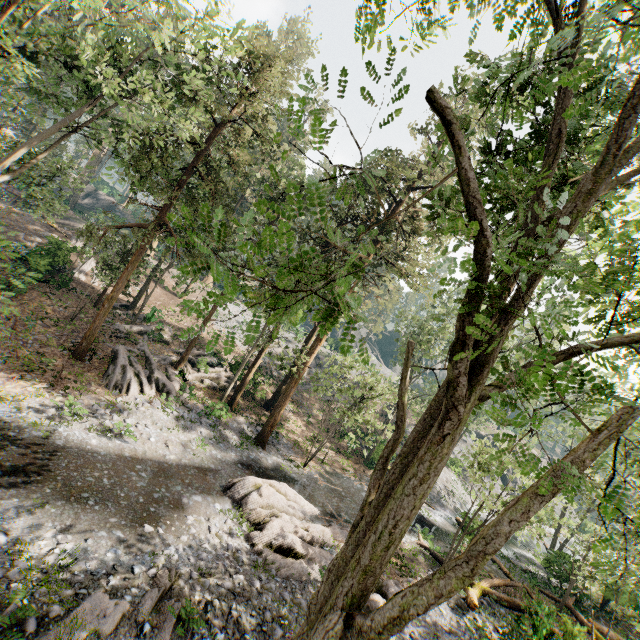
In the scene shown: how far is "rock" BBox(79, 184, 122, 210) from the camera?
52.2 meters

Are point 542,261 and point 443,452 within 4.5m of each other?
yes

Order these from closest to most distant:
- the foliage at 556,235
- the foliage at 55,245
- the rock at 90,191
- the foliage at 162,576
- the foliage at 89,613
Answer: the foliage at 556,235 → the foliage at 89,613 → the foliage at 162,576 → the foliage at 55,245 → the rock at 90,191

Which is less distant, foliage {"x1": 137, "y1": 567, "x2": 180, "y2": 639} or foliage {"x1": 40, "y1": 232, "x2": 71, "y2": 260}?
foliage {"x1": 137, "y1": 567, "x2": 180, "y2": 639}

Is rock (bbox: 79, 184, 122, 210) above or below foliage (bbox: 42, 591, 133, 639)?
above

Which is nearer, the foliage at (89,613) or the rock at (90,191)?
the foliage at (89,613)

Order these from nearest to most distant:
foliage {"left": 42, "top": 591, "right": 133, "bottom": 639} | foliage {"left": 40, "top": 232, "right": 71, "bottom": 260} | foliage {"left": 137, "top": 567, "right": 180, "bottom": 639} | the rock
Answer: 1. foliage {"left": 42, "top": 591, "right": 133, "bottom": 639}
2. foliage {"left": 137, "top": 567, "right": 180, "bottom": 639}
3. foliage {"left": 40, "top": 232, "right": 71, "bottom": 260}
4. the rock
